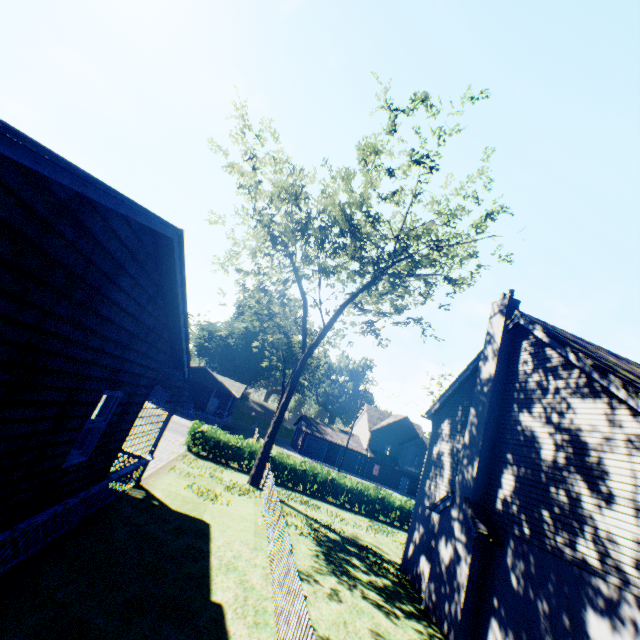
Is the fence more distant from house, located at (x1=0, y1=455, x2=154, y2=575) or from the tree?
house, located at (x1=0, y1=455, x2=154, y2=575)

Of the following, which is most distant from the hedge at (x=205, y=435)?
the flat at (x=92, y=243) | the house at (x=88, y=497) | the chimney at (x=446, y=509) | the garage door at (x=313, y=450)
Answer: the garage door at (x=313, y=450)

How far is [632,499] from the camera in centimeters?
734cm

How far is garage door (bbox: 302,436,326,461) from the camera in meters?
48.7

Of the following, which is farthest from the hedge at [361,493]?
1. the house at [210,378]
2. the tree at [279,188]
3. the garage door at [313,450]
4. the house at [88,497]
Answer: the garage door at [313,450]

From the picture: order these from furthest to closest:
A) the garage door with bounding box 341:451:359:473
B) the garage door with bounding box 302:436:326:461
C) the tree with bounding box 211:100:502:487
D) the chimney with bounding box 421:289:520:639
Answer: the garage door with bounding box 341:451:359:473
the garage door with bounding box 302:436:326:461
the tree with bounding box 211:100:502:487
the chimney with bounding box 421:289:520:639

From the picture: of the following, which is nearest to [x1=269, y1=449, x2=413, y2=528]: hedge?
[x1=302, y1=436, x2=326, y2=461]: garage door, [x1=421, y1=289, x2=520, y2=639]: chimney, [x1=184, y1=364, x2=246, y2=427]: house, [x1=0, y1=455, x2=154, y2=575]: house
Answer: [x1=0, y1=455, x2=154, y2=575]: house

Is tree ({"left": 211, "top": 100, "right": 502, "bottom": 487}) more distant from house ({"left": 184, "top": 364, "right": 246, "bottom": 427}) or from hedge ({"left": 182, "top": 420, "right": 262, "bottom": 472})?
house ({"left": 184, "top": 364, "right": 246, "bottom": 427})
